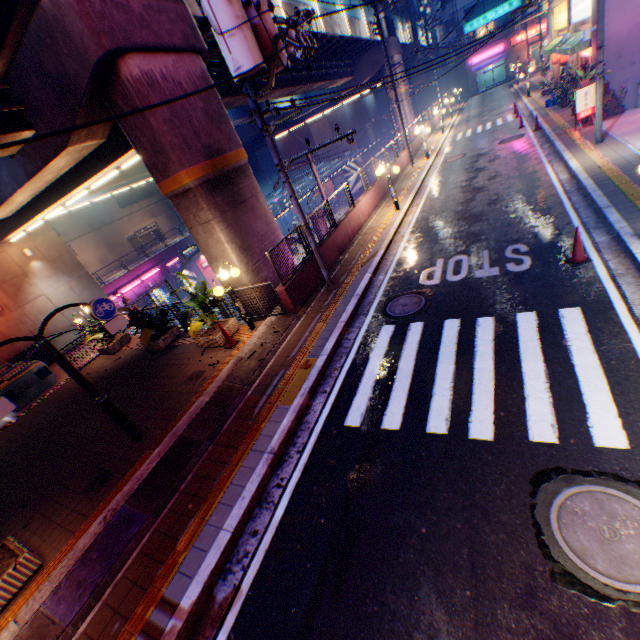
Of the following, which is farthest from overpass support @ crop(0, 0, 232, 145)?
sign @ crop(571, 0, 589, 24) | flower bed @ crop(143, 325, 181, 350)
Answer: sign @ crop(571, 0, 589, 24)

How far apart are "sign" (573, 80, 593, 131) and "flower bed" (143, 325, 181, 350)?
19.69m

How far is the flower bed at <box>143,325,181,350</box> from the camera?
11.90m

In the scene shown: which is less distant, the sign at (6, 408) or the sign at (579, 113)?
the sign at (6, 408)

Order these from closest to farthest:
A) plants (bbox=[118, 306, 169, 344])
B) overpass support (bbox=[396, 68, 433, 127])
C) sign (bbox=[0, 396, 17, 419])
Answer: sign (bbox=[0, 396, 17, 419])
plants (bbox=[118, 306, 169, 344])
overpass support (bbox=[396, 68, 433, 127])

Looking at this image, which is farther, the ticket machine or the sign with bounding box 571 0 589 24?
the sign with bounding box 571 0 589 24

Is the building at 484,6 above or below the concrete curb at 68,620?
above

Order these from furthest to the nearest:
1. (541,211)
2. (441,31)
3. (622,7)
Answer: (441,31) < (622,7) < (541,211)
